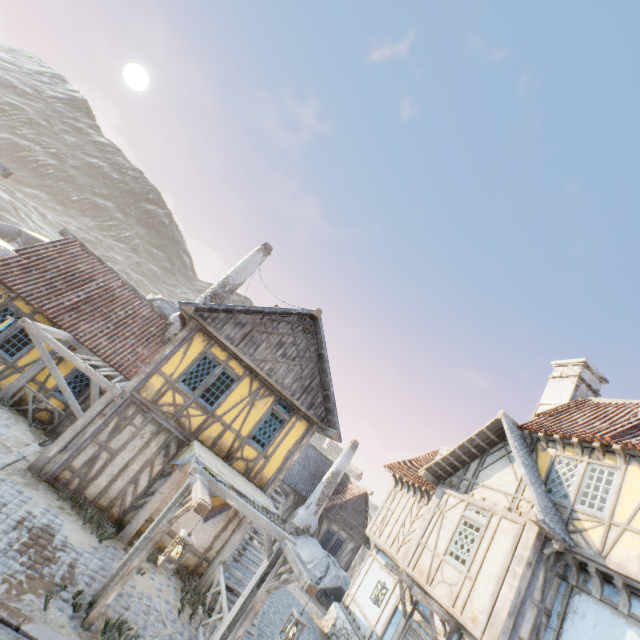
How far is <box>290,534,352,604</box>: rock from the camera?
17.0m

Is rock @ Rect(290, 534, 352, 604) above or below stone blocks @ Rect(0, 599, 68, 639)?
above

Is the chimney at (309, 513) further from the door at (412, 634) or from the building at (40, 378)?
the door at (412, 634)

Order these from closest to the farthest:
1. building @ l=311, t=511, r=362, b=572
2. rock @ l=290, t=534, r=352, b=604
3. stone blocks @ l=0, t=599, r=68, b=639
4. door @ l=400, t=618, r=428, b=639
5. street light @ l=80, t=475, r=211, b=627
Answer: stone blocks @ l=0, t=599, r=68, b=639, street light @ l=80, t=475, r=211, b=627, door @ l=400, t=618, r=428, b=639, rock @ l=290, t=534, r=352, b=604, building @ l=311, t=511, r=362, b=572

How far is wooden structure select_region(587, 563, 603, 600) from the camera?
7.5 meters

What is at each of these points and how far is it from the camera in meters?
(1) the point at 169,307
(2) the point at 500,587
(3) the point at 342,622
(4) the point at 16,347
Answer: (1) rock, 22.8
(2) building, 8.0
(3) stone foundation, 13.2
(4) building, 11.4

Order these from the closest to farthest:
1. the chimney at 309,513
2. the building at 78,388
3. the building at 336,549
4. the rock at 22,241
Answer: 1. the building at 78,388
2. the chimney at 309,513
3. the building at 336,549
4. the rock at 22,241

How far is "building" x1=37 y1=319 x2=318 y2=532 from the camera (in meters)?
9.24
